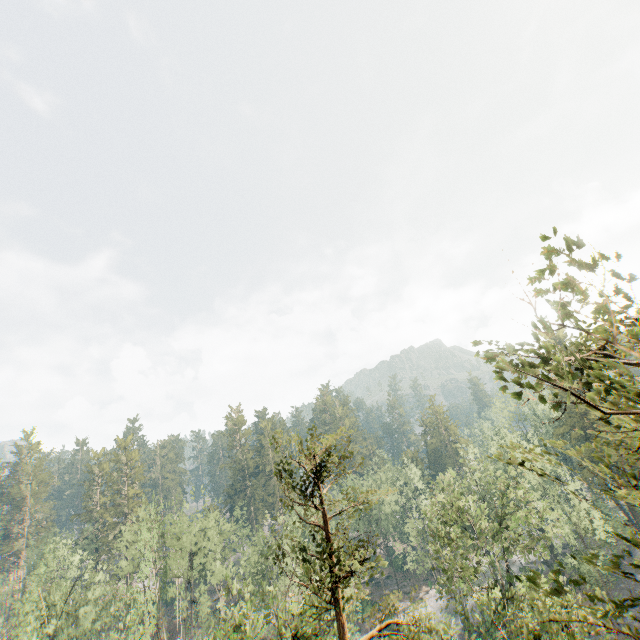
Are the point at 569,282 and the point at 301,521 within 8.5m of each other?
no
